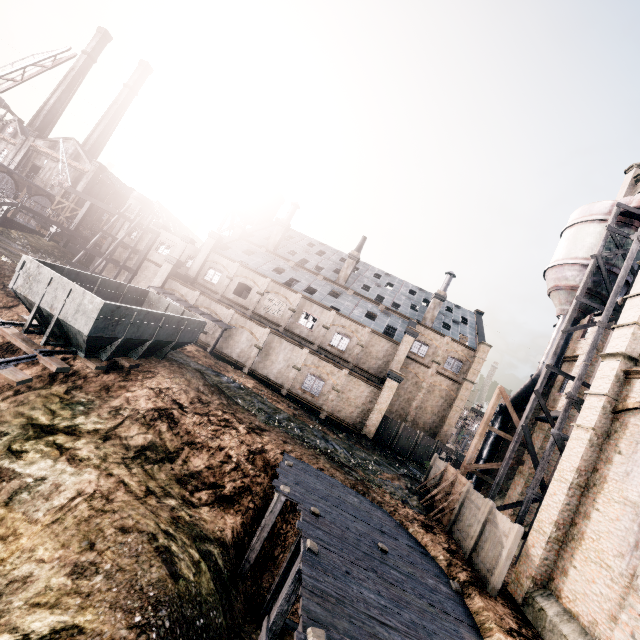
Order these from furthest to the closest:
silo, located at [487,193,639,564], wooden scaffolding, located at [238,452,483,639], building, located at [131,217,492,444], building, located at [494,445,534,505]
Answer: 1. building, located at [131,217,492,444]
2. building, located at [494,445,534,505]
3. silo, located at [487,193,639,564]
4. wooden scaffolding, located at [238,452,483,639]

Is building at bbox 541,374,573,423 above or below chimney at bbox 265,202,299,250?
below

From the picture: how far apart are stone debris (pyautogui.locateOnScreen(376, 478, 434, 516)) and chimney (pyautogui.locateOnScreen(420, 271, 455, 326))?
24.4 meters

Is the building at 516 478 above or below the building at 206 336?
above

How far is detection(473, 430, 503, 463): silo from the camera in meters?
23.8 m

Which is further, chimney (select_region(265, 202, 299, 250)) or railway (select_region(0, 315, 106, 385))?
chimney (select_region(265, 202, 299, 250))

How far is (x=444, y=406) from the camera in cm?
3919

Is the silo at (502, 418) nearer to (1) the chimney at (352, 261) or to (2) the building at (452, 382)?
(2) the building at (452, 382)
